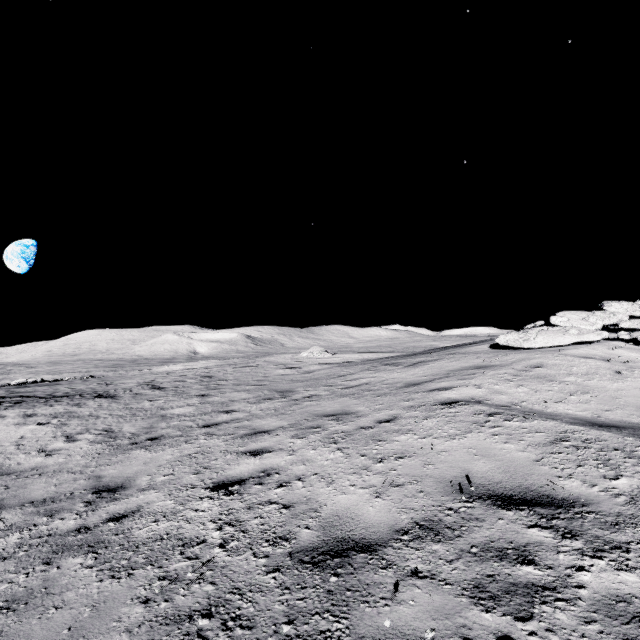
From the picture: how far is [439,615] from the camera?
2.0m
